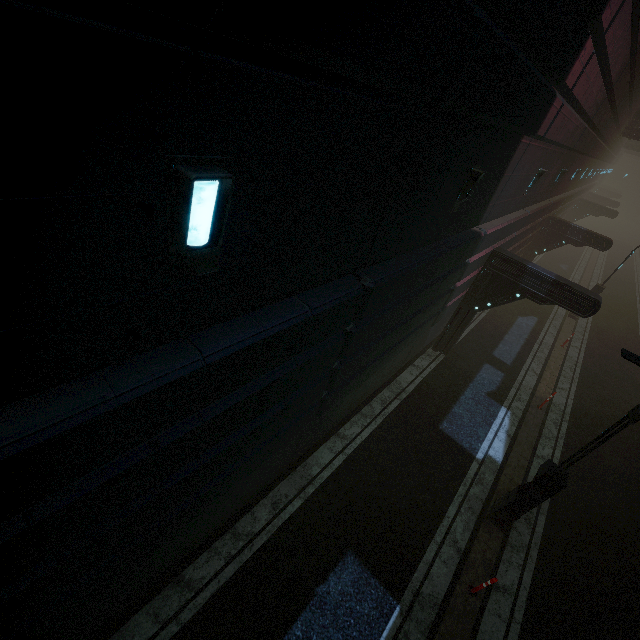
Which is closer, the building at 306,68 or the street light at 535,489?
the building at 306,68

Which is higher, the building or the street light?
the building

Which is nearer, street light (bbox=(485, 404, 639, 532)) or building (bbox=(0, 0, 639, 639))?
building (bbox=(0, 0, 639, 639))

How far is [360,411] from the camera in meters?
10.5 m

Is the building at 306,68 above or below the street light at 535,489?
above
